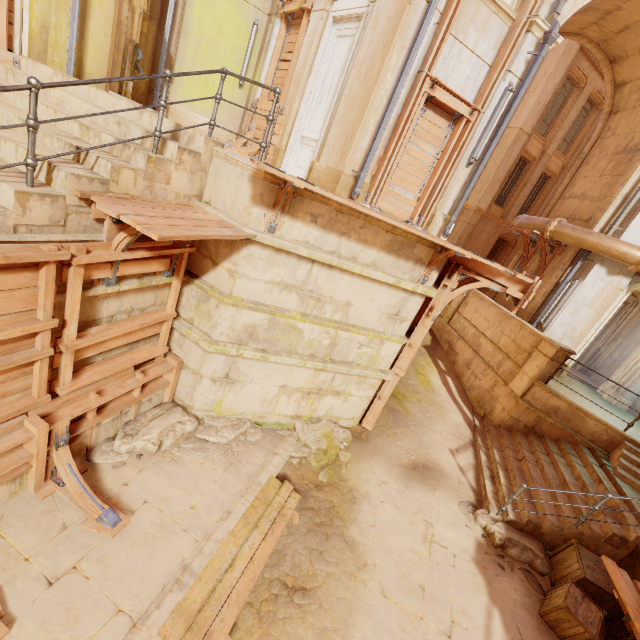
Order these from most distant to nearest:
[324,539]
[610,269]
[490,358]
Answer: [490,358], [610,269], [324,539]

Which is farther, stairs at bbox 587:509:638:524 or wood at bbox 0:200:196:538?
stairs at bbox 587:509:638:524

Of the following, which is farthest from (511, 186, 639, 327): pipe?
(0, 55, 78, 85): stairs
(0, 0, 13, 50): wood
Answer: (0, 0, 13, 50): wood

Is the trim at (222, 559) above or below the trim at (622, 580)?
below

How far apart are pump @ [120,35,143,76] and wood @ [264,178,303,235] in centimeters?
635cm

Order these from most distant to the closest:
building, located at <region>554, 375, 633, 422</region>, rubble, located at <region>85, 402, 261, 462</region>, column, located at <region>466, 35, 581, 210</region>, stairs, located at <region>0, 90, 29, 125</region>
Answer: column, located at <region>466, 35, 581, 210</region>, building, located at <region>554, 375, 633, 422</region>, rubble, located at <region>85, 402, 261, 462</region>, stairs, located at <region>0, 90, 29, 125</region>

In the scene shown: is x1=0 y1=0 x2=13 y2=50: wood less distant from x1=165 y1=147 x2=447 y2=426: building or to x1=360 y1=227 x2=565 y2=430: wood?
x1=360 y1=227 x2=565 y2=430: wood

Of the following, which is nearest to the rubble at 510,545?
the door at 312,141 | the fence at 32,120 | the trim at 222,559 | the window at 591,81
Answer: the trim at 222,559
